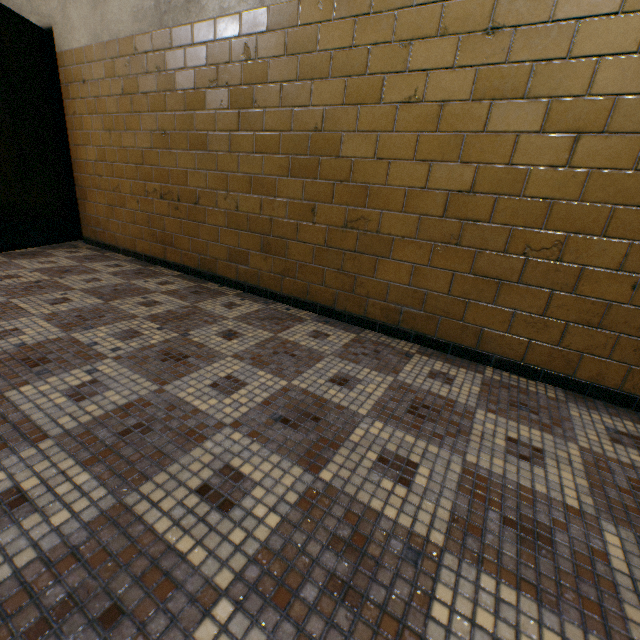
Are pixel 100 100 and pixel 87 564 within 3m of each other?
no
